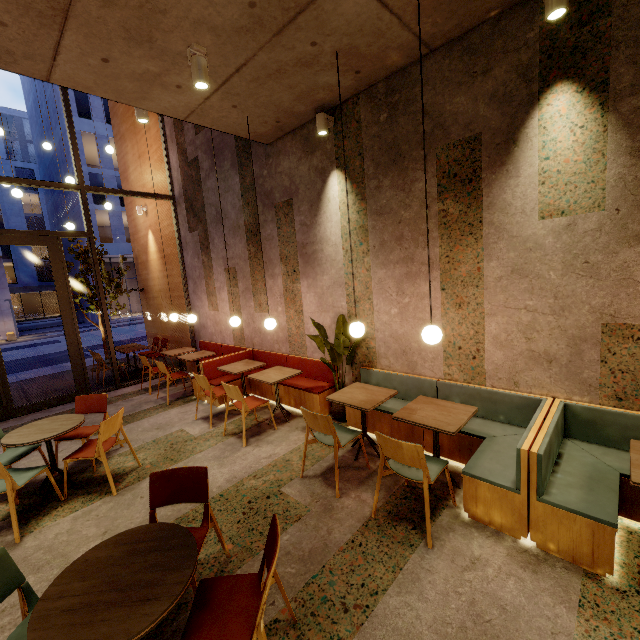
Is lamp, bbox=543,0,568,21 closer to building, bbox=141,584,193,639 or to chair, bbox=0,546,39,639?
building, bbox=141,584,193,639

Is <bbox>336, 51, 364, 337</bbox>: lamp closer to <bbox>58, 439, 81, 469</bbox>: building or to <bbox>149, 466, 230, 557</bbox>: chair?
<bbox>58, 439, 81, 469</bbox>: building

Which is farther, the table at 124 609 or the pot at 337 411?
the pot at 337 411

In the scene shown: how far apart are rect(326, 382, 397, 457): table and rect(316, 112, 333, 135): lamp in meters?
3.5 m

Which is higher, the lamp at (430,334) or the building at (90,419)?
A: the lamp at (430,334)

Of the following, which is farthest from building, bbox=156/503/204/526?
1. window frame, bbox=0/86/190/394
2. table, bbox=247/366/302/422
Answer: table, bbox=247/366/302/422

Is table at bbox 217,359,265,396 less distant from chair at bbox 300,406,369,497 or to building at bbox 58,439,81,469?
building at bbox 58,439,81,469

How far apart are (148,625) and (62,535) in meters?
2.5
